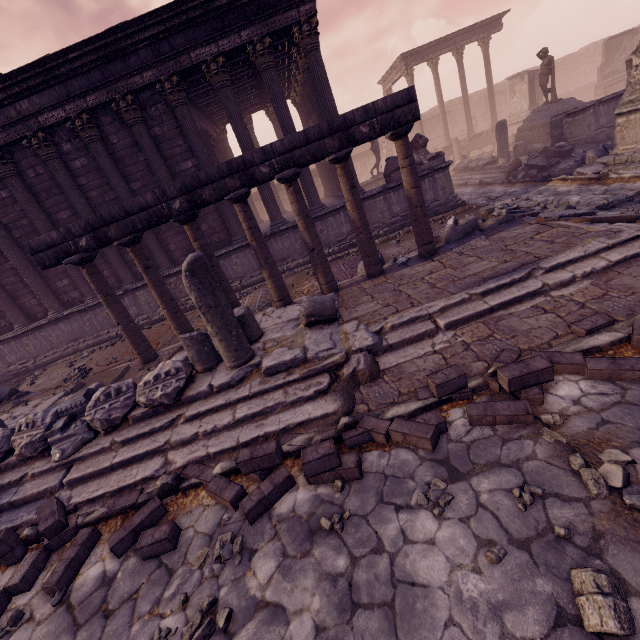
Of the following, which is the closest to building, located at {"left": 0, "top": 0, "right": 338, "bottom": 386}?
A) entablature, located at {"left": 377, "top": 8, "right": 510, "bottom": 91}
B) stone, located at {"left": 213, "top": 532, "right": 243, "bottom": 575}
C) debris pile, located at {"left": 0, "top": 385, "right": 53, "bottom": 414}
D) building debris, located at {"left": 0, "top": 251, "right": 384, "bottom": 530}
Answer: debris pile, located at {"left": 0, "top": 385, "right": 53, "bottom": 414}

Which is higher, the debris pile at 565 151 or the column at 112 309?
the column at 112 309

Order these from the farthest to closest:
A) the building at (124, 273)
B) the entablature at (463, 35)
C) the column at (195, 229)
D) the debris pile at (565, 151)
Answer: the entablature at (463, 35) < the building at (124, 273) < the debris pile at (565, 151) < the column at (195, 229)

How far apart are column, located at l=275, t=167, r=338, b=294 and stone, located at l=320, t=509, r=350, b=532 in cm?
454

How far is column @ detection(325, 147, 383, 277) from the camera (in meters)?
6.04

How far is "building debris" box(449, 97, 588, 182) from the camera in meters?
13.9 m

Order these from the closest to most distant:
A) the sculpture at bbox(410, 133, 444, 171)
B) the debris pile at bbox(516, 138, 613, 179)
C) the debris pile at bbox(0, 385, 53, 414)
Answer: the debris pile at bbox(0, 385, 53, 414)
the debris pile at bbox(516, 138, 613, 179)
the sculpture at bbox(410, 133, 444, 171)

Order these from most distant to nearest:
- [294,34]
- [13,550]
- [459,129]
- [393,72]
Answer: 1. [459,129]
2. [393,72]
3. [294,34]
4. [13,550]
